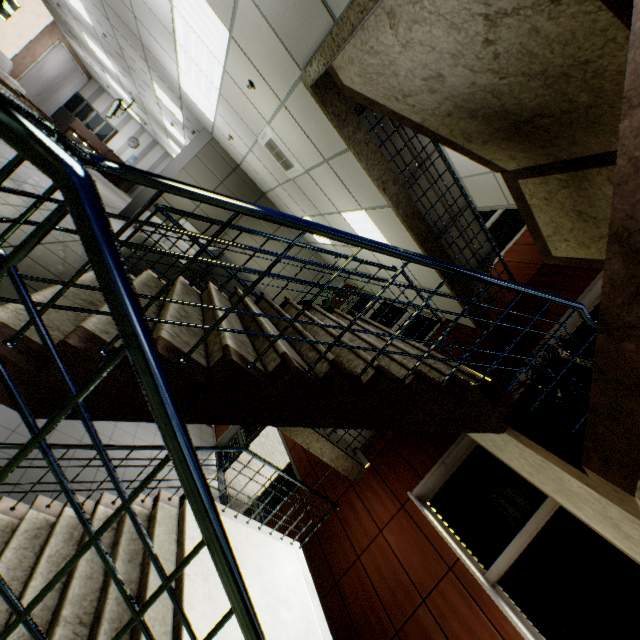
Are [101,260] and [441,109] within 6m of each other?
yes

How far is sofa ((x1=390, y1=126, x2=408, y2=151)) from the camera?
4.66m

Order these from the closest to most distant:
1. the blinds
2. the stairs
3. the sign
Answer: the stairs
the sign
the blinds

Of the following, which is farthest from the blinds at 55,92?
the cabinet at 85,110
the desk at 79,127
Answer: the desk at 79,127

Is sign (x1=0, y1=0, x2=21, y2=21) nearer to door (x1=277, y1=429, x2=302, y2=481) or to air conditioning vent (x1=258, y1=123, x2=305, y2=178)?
air conditioning vent (x1=258, y1=123, x2=305, y2=178)

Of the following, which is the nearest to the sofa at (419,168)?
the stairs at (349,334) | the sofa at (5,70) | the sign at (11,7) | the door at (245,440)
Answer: the stairs at (349,334)

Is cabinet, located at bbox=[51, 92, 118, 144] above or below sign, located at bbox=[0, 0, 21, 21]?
below
